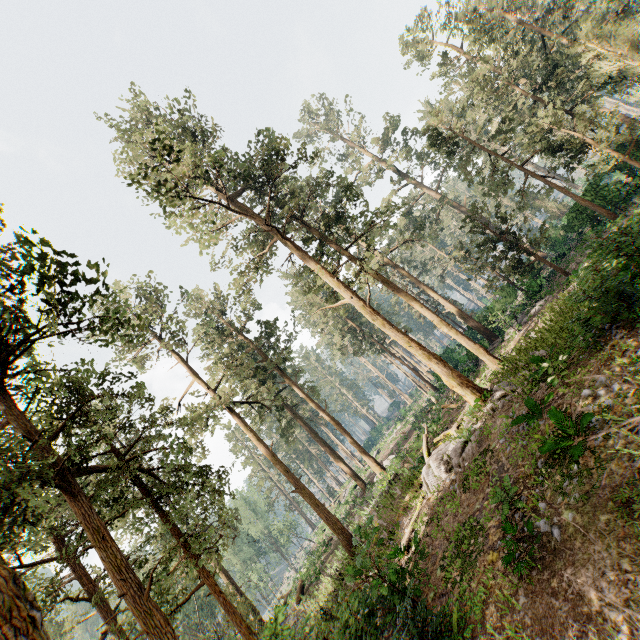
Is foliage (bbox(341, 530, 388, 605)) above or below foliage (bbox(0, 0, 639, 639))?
below

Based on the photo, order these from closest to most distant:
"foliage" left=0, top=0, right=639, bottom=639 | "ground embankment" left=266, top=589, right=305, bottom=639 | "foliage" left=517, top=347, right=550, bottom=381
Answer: "foliage" left=0, top=0, right=639, bottom=639, "foliage" left=517, top=347, right=550, bottom=381, "ground embankment" left=266, top=589, right=305, bottom=639

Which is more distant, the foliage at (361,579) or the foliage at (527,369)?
the foliage at (527,369)

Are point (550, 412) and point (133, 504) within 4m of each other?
no

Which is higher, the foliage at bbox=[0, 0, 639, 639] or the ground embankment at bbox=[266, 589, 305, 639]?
the foliage at bbox=[0, 0, 639, 639]

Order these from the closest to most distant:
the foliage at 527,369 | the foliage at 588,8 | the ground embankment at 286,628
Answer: the foliage at 588,8 → the foliage at 527,369 → the ground embankment at 286,628

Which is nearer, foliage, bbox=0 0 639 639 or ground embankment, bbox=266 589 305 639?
foliage, bbox=0 0 639 639
